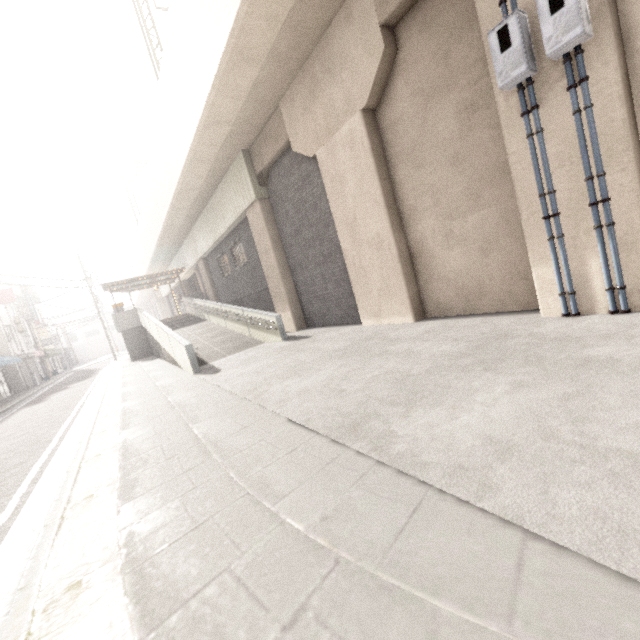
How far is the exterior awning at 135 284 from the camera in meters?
21.6

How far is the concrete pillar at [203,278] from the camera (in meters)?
20.64

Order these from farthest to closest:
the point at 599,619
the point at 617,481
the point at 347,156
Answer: the point at 347,156
the point at 617,481
the point at 599,619

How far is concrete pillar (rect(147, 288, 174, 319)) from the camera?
37.7m

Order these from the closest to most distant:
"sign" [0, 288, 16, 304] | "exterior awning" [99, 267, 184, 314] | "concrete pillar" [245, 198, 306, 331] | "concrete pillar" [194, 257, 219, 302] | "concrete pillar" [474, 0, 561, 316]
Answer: "concrete pillar" [474, 0, 561, 316]
"concrete pillar" [245, 198, 306, 331]
"concrete pillar" [194, 257, 219, 302]
"exterior awning" [99, 267, 184, 314]
"sign" [0, 288, 16, 304]

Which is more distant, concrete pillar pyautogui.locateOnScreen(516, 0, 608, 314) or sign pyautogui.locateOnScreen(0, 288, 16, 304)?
sign pyautogui.locateOnScreen(0, 288, 16, 304)

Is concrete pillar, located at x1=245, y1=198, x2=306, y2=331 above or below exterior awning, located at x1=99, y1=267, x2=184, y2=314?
below

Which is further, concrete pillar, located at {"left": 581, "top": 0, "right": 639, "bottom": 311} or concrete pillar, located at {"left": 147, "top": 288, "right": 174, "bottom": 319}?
concrete pillar, located at {"left": 147, "top": 288, "right": 174, "bottom": 319}
